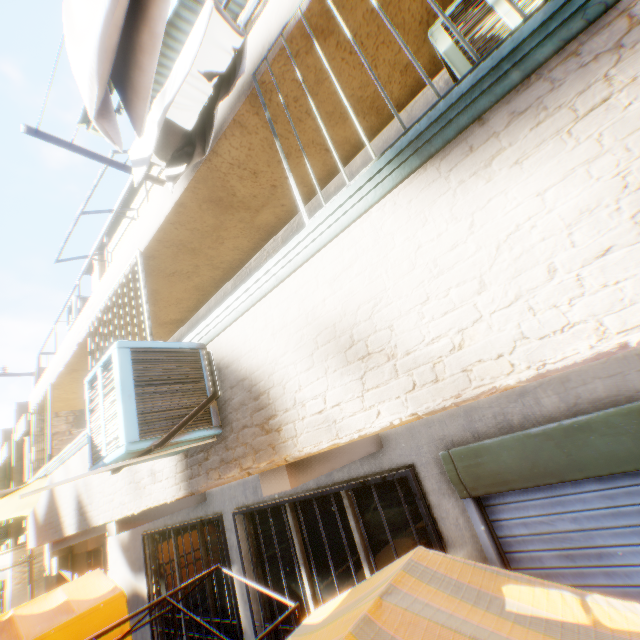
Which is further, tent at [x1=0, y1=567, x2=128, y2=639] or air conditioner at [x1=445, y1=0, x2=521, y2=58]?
tent at [x1=0, y1=567, x2=128, y2=639]

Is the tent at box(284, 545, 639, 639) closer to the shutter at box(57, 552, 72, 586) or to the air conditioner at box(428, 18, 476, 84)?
the air conditioner at box(428, 18, 476, 84)

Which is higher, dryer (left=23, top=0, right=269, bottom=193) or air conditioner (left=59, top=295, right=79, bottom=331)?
air conditioner (left=59, top=295, right=79, bottom=331)

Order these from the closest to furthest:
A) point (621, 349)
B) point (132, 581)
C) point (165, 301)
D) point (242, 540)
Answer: point (621, 349), point (242, 540), point (165, 301), point (132, 581)

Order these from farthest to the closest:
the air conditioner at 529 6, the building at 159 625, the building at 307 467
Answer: the building at 159 625 < the air conditioner at 529 6 < the building at 307 467

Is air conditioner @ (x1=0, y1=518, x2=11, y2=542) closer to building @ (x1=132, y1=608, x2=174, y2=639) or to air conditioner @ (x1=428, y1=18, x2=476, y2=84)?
building @ (x1=132, y1=608, x2=174, y2=639)

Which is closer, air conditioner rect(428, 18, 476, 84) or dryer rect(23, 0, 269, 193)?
dryer rect(23, 0, 269, 193)

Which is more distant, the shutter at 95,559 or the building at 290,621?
the shutter at 95,559
